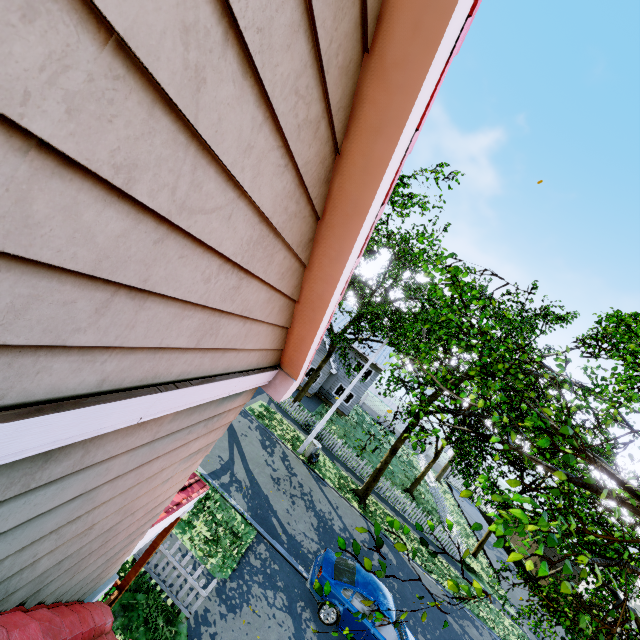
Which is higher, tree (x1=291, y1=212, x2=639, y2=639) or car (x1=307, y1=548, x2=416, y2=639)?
tree (x1=291, y1=212, x2=639, y2=639)

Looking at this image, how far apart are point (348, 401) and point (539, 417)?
18.13m

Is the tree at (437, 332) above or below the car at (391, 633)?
above

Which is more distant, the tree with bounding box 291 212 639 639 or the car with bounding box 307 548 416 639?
the car with bounding box 307 548 416 639

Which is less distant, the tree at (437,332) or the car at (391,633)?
the tree at (437,332)
